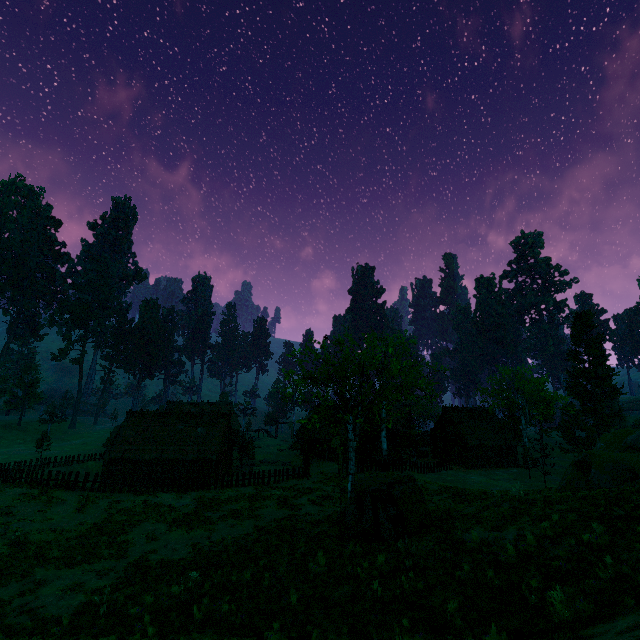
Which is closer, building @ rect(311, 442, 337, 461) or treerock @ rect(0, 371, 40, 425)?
→ building @ rect(311, 442, 337, 461)

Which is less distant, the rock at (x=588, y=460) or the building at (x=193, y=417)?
the rock at (x=588, y=460)

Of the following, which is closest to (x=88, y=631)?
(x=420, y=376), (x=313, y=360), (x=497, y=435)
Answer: (x=313, y=360)

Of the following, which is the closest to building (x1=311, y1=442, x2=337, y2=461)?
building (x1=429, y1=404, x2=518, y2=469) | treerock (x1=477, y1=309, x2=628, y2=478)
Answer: treerock (x1=477, y1=309, x2=628, y2=478)

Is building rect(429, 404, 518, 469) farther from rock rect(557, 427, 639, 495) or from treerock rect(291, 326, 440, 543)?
rock rect(557, 427, 639, 495)

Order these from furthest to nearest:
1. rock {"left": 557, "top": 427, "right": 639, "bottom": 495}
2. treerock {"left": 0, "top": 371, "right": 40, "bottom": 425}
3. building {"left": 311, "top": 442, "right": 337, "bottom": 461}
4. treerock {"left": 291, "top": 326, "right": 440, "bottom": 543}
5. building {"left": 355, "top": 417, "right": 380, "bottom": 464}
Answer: treerock {"left": 0, "top": 371, "right": 40, "bottom": 425} < building {"left": 311, "top": 442, "right": 337, "bottom": 461} < building {"left": 355, "top": 417, "right": 380, "bottom": 464} < rock {"left": 557, "top": 427, "right": 639, "bottom": 495} < treerock {"left": 291, "top": 326, "right": 440, "bottom": 543}

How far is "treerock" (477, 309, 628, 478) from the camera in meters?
43.7 m

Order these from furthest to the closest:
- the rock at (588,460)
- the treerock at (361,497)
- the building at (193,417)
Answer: the building at (193,417) < the rock at (588,460) < the treerock at (361,497)
